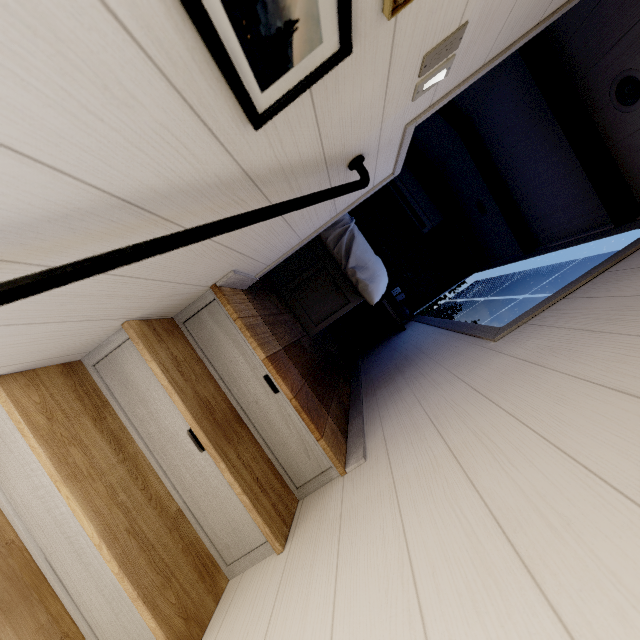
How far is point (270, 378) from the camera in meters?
1.7 m

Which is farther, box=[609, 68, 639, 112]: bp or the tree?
box=[609, 68, 639, 112]: bp

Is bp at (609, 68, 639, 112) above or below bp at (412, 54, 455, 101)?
above

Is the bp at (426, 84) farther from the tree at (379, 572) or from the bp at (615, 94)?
the bp at (615, 94)

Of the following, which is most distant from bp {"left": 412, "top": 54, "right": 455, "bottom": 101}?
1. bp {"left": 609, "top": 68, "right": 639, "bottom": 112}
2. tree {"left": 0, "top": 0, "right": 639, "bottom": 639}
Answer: bp {"left": 609, "top": 68, "right": 639, "bottom": 112}

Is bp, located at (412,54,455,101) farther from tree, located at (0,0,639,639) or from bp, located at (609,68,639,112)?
bp, located at (609,68,639,112)

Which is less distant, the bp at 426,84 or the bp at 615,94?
the bp at 426,84
